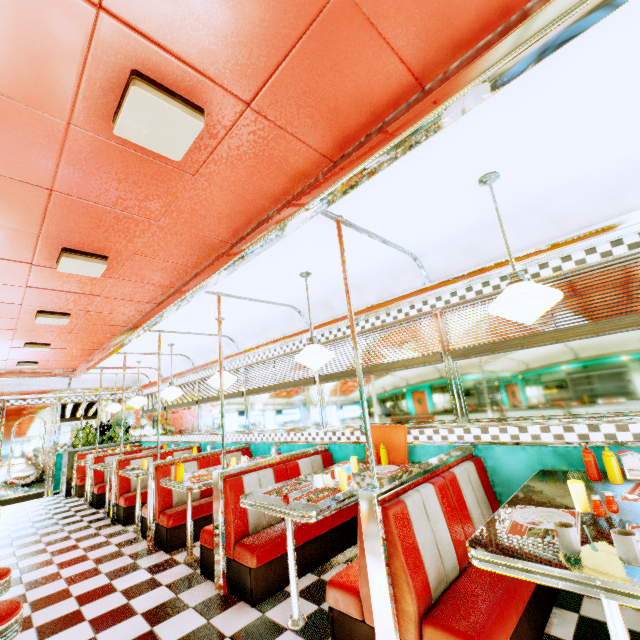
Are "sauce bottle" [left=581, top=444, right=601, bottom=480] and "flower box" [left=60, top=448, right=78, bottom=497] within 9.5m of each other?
no

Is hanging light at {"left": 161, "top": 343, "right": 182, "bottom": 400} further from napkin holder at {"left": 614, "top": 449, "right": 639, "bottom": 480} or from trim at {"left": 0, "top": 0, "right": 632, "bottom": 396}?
napkin holder at {"left": 614, "top": 449, "right": 639, "bottom": 480}

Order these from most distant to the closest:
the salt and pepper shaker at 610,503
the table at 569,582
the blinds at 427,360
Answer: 1. the blinds at 427,360
2. the salt and pepper shaker at 610,503
3. the table at 569,582

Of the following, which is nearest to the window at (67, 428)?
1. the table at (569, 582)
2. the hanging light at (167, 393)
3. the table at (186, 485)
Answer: the hanging light at (167, 393)

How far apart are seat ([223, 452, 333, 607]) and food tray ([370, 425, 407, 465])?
0.6 meters

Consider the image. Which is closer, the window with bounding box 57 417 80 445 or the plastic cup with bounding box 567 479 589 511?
the plastic cup with bounding box 567 479 589 511

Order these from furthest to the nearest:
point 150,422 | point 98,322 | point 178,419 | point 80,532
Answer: point 150,422 → point 178,419 → point 80,532 → point 98,322

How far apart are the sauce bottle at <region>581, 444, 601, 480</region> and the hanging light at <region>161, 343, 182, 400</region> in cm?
587
